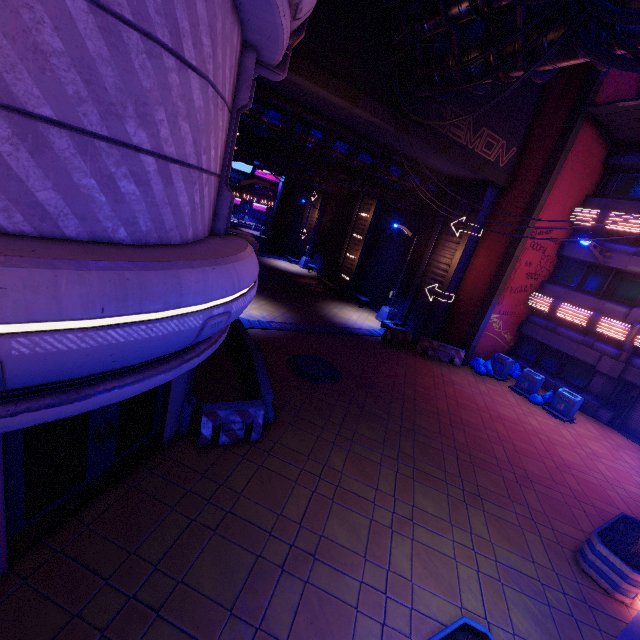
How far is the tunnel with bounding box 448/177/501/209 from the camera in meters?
16.3

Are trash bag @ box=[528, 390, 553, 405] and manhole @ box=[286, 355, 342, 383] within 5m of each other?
no

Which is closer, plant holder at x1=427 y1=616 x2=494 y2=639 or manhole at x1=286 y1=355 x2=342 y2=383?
plant holder at x1=427 y1=616 x2=494 y2=639

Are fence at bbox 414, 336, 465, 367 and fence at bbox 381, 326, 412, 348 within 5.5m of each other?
yes

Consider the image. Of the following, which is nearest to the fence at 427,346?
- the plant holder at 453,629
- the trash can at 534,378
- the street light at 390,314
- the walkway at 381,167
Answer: the trash can at 534,378

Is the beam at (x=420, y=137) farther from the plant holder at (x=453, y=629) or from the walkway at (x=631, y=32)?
the plant holder at (x=453, y=629)

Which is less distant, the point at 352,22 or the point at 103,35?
the point at 103,35

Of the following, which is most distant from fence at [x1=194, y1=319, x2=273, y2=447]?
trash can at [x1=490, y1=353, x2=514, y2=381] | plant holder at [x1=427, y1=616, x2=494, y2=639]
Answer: trash can at [x1=490, y1=353, x2=514, y2=381]
